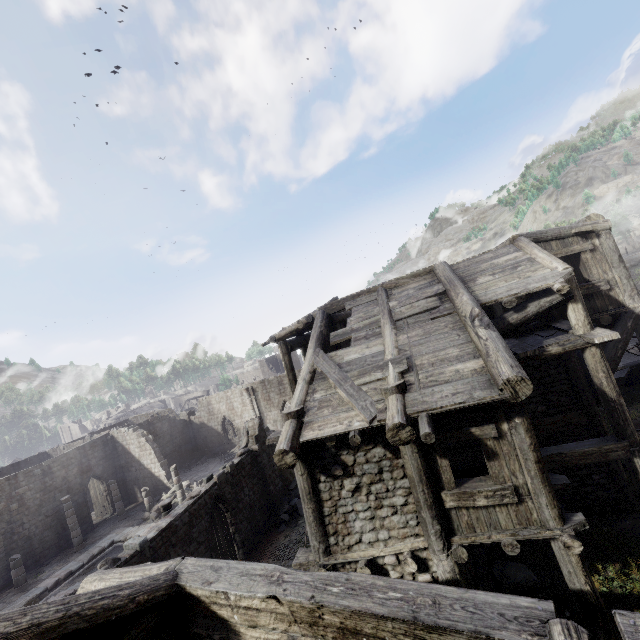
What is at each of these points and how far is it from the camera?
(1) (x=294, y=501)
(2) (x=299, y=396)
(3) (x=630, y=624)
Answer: (1) rubble, 18.42m
(2) building, 8.20m
(3) building, 2.16m

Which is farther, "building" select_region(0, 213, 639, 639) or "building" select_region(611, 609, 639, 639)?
"building" select_region(0, 213, 639, 639)

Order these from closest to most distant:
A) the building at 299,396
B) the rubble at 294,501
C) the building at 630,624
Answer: the building at 630,624
the building at 299,396
the rubble at 294,501

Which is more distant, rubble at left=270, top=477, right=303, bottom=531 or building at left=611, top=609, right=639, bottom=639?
rubble at left=270, top=477, right=303, bottom=531

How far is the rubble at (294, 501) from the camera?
17.5m

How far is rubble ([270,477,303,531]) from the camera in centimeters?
1752cm

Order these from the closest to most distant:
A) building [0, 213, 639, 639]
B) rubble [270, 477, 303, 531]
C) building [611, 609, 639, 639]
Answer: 1. building [611, 609, 639, 639]
2. building [0, 213, 639, 639]
3. rubble [270, 477, 303, 531]
